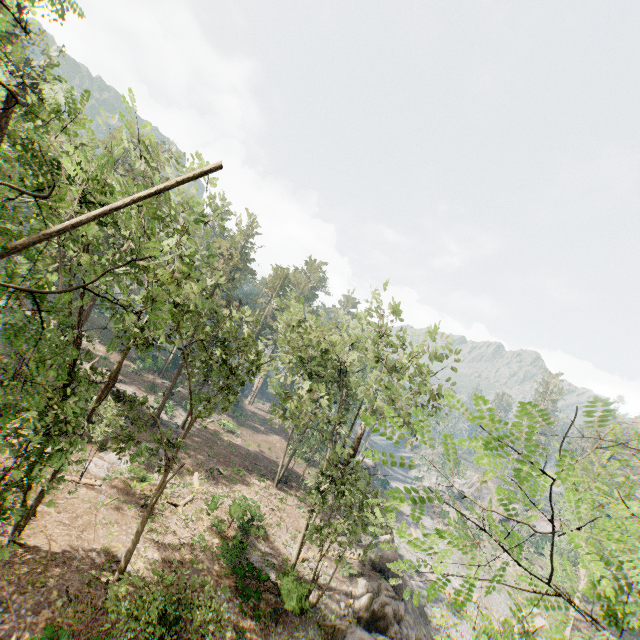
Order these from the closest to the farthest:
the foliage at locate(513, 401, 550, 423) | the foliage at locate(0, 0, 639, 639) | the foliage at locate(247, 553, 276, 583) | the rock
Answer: the foliage at locate(513, 401, 550, 423), the foliage at locate(0, 0, 639, 639), the rock, the foliage at locate(247, 553, 276, 583)

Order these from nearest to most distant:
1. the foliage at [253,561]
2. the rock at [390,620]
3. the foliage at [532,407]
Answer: the foliage at [532,407], the rock at [390,620], the foliage at [253,561]

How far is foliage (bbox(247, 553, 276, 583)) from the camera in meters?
19.1

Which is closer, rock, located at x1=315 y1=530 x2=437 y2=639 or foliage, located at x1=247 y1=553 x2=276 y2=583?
rock, located at x1=315 y1=530 x2=437 y2=639

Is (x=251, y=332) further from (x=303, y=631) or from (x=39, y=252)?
(x=303, y=631)

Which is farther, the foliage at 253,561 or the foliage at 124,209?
the foliage at 253,561

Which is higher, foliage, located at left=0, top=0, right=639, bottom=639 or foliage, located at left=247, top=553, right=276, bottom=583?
foliage, located at left=0, top=0, right=639, bottom=639
